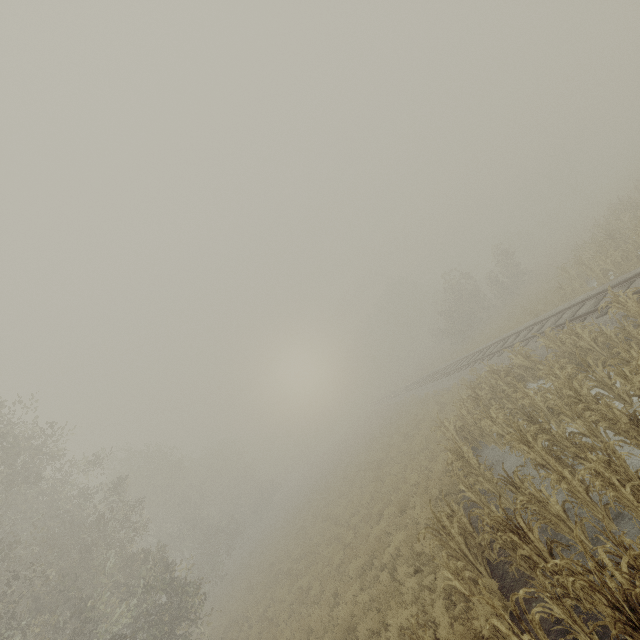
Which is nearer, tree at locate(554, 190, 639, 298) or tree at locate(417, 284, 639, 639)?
tree at locate(417, 284, 639, 639)

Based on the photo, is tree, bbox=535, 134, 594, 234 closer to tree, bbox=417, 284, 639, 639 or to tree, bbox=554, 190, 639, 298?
tree, bbox=554, 190, 639, 298

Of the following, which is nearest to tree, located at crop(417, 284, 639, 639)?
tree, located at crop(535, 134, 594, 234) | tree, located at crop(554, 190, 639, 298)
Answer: tree, located at crop(554, 190, 639, 298)

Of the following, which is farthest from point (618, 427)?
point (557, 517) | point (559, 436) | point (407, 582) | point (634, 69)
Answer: point (634, 69)

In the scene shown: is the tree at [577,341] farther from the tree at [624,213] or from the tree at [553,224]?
the tree at [553,224]

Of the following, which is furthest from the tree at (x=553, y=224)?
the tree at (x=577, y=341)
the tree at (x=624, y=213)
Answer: the tree at (x=577, y=341)

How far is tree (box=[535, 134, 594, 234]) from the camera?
49.81m
